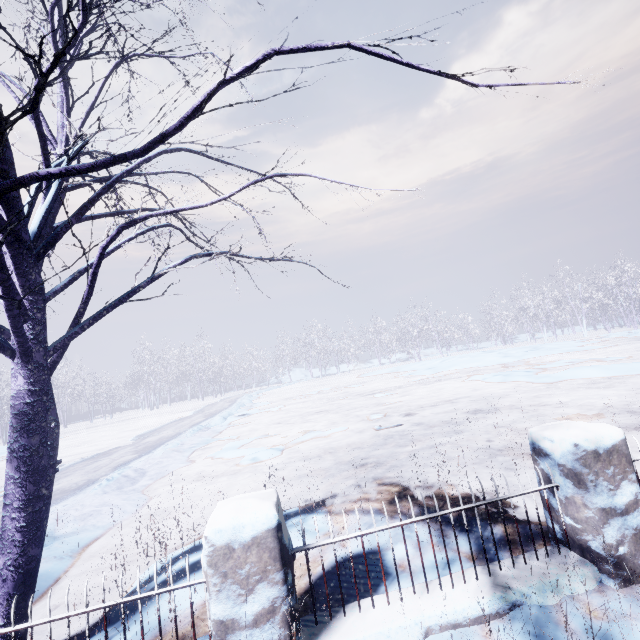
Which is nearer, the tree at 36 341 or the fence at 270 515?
the tree at 36 341

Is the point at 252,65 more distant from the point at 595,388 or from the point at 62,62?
the point at 595,388

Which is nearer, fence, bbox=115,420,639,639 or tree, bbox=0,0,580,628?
tree, bbox=0,0,580,628
